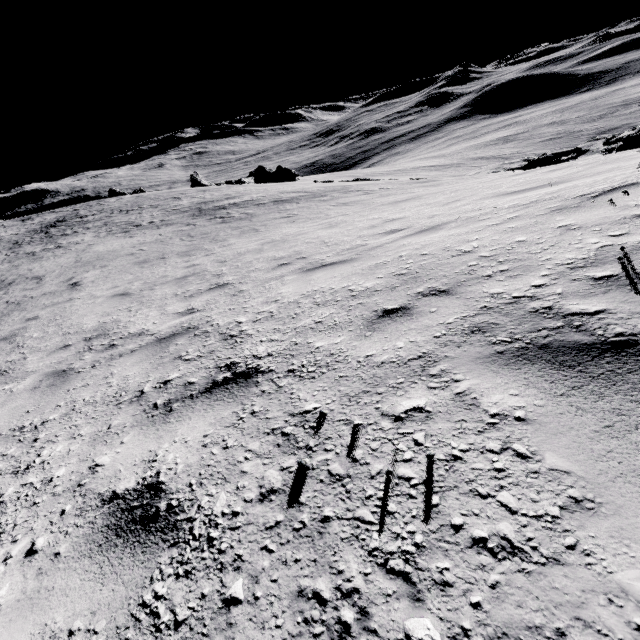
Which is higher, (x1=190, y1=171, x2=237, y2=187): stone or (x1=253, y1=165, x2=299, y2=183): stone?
(x1=190, y1=171, x2=237, y2=187): stone

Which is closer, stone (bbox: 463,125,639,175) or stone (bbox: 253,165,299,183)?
stone (bbox: 463,125,639,175)

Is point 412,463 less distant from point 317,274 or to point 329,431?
point 329,431

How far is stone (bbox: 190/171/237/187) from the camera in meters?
50.8 m

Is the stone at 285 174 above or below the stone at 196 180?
below

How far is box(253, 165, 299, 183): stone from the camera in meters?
45.8 m

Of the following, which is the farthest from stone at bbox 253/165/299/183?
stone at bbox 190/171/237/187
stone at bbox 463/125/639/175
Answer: stone at bbox 463/125/639/175

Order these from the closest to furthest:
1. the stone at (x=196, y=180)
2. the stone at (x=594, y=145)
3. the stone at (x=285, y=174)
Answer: the stone at (x=594, y=145) → the stone at (x=285, y=174) → the stone at (x=196, y=180)
